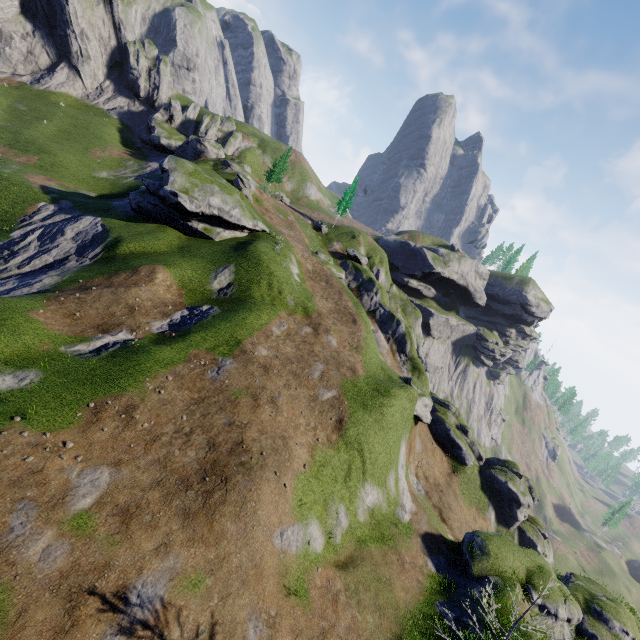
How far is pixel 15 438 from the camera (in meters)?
13.74
